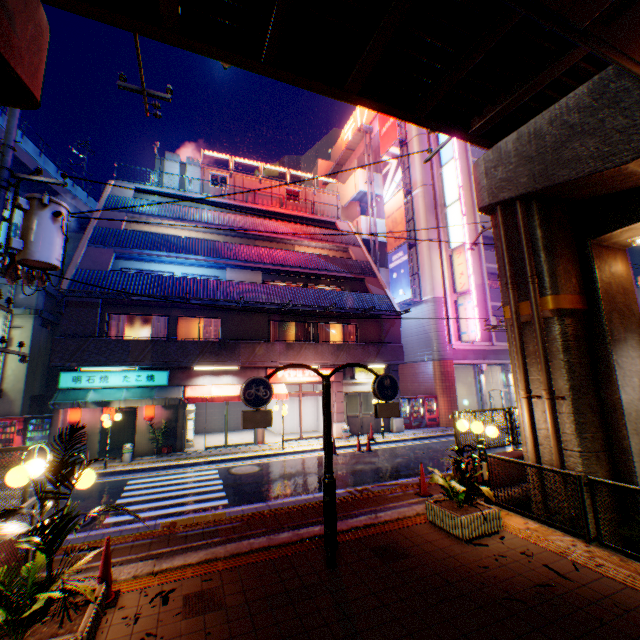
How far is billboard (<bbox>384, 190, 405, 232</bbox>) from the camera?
25.3m

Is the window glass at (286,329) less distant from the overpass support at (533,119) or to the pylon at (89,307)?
the pylon at (89,307)

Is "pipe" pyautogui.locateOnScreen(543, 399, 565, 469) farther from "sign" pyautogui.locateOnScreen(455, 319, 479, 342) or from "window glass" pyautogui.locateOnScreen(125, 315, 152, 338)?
"window glass" pyautogui.locateOnScreen(125, 315, 152, 338)

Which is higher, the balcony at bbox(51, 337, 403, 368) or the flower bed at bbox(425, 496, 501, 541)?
the balcony at bbox(51, 337, 403, 368)

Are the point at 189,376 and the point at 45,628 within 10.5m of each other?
no

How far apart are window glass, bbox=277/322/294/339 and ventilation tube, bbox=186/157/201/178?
12.87m

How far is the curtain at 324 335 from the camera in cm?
1998

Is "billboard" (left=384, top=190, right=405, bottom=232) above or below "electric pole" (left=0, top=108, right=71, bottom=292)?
above
